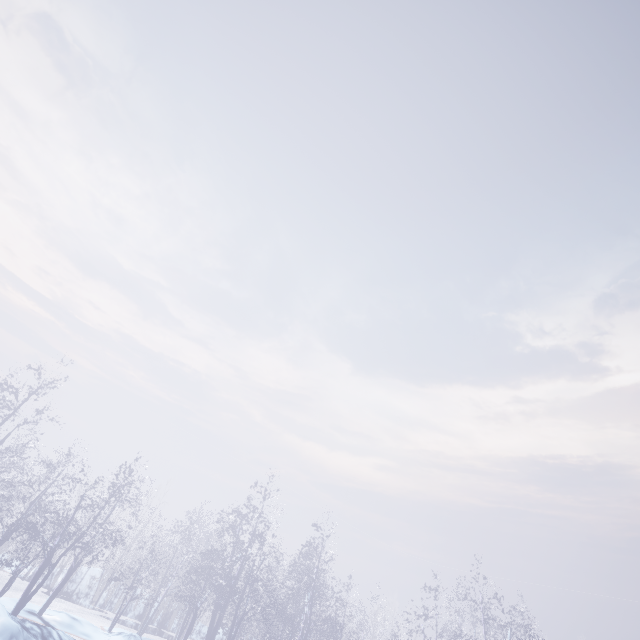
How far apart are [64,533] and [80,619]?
3.6m
